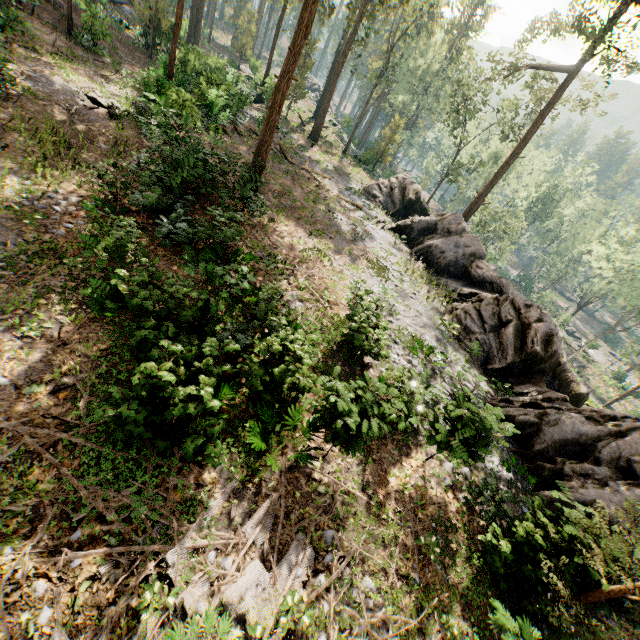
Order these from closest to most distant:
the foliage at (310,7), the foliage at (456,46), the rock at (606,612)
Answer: the rock at (606,612)
the foliage at (310,7)
the foliage at (456,46)

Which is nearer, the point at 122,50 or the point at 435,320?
the point at 435,320

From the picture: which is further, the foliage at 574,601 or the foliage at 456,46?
the foliage at 456,46

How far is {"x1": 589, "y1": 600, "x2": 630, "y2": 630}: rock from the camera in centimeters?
705cm

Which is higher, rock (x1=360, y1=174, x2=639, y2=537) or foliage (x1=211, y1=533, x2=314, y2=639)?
rock (x1=360, y1=174, x2=639, y2=537)

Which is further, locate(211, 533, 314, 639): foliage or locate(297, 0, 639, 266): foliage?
locate(297, 0, 639, 266): foliage

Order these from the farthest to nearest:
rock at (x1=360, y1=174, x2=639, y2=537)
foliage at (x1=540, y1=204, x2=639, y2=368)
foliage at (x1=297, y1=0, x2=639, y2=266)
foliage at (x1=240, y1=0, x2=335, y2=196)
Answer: foliage at (x1=540, y1=204, x2=639, y2=368) → foliage at (x1=297, y1=0, x2=639, y2=266) → foliage at (x1=240, y1=0, x2=335, y2=196) → rock at (x1=360, y1=174, x2=639, y2=537)
